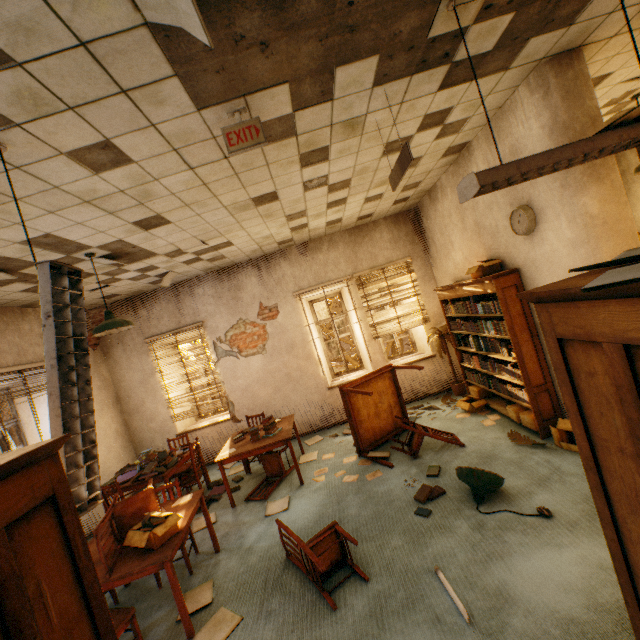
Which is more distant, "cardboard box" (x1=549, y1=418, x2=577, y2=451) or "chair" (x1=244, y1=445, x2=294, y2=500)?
"chair" (x1=244, y1=445, x2=294, y2=500)

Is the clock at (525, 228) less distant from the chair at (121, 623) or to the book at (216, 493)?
the chair at (121, 623)

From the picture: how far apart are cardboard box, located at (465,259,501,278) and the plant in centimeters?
182cm

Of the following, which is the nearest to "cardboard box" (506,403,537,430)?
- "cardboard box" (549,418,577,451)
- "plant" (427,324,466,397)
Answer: "cardboard box" (549,418,577,451)

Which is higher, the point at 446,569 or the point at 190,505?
the point at 190,505

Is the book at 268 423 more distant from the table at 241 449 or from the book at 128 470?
the book at 128 470

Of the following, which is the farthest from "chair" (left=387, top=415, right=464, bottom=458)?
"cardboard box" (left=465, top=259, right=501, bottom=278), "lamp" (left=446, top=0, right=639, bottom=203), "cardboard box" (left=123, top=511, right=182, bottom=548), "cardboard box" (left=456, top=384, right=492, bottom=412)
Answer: Answer: "lamp" (left=446, top=0, right=639, bottom=203)

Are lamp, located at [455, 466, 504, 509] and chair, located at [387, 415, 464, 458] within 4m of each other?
yes
